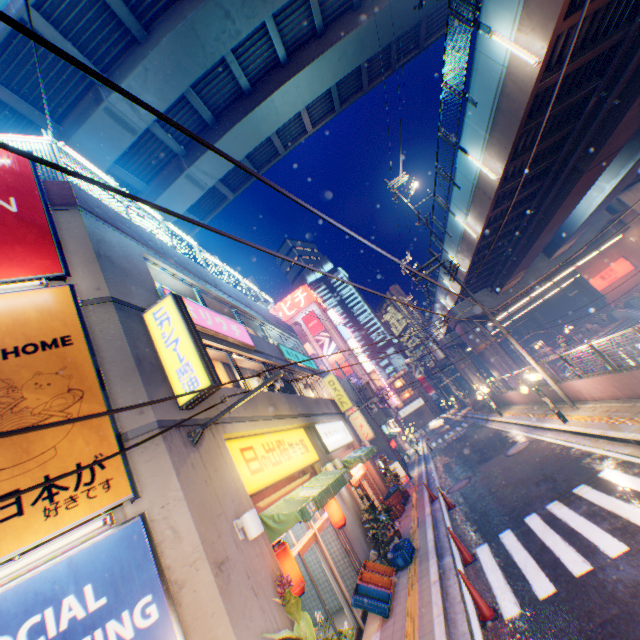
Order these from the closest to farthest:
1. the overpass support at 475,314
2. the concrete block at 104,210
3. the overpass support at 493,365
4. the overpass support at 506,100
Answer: the concrete block at 104,210
the overpass support at 506,100
the overpass support at 493,365
the overpass support at 475,314

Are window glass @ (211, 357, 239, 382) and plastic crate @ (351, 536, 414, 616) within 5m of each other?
no

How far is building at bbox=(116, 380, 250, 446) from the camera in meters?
5.5 m

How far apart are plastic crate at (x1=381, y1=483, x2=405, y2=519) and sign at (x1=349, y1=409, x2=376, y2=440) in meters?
9.5

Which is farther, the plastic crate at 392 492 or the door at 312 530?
the plastic crate at 392 492

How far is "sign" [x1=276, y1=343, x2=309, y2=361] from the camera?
16.2m

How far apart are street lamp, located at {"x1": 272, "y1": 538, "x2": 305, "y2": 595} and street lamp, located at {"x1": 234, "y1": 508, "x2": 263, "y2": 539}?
0.95m

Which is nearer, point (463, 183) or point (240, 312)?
point (240, 312)
